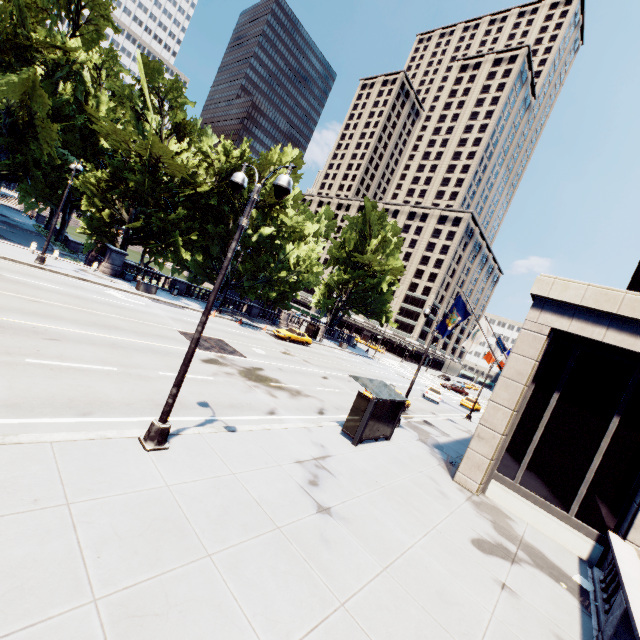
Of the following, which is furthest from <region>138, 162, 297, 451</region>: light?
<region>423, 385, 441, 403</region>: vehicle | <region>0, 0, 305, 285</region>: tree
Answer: <region>423, 385, 441, 403</region>: vehicle

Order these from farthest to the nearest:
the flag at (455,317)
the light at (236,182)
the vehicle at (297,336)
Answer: the vehicle at (297,336)
the flag at (455,317)
the light at (236,182)

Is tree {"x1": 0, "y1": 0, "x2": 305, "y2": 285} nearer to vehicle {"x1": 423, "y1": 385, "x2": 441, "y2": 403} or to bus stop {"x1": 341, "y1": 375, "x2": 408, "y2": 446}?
vehicle {"x1": 423, "y1": 385, "x2": 441, "y2": 403}

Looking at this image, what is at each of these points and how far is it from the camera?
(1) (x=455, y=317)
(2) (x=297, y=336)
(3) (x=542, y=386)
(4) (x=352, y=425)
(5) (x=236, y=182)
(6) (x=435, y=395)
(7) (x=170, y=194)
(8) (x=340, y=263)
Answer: (1) flag, 16.2m
(2) vehicle, 35.8m
(3) building, 13.8m
(4) bus stop, 13.8m
(5) light, 8.2m
(6) vehicle, 35.1m
(7) tree, 29.2m
(8) tree, 54.4m

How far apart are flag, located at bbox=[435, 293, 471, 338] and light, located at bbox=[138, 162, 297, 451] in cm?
1193

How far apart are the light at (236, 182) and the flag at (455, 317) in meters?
11.9 m

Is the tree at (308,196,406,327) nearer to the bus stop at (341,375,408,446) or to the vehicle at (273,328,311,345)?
the vehicle at (273,328,311,345)

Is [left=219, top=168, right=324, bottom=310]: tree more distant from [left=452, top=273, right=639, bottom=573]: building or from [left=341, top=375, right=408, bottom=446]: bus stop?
[left=452, top=273, right=639, bottom=573]: building
